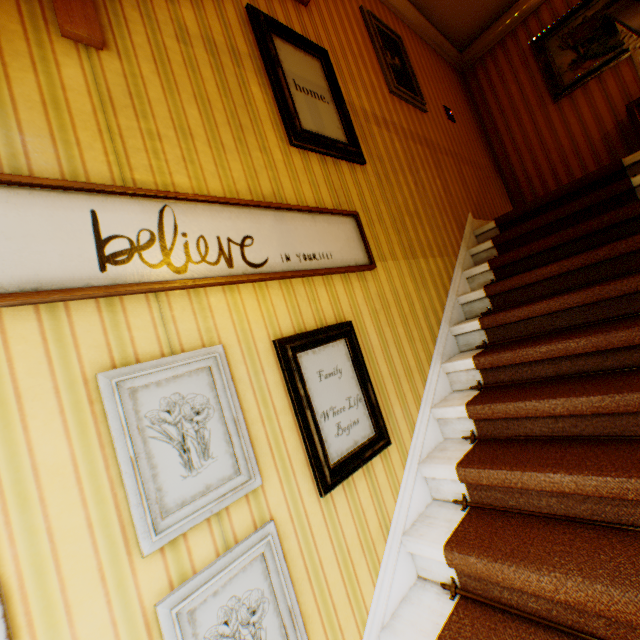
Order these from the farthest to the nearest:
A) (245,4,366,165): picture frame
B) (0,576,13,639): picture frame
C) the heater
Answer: the heater, (245,4,366,165): picture frame, (0,576,13,639): picture frame

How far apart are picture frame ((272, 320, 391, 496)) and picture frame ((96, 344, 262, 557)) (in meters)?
0.25

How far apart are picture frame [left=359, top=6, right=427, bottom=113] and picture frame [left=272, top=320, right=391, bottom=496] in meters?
2.8 m

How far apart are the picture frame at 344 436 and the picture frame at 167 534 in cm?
25

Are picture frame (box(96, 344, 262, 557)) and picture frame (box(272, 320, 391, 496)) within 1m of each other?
yes

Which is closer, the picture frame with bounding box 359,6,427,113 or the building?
the building

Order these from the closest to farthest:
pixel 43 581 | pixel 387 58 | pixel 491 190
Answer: pixel 43 581 < pixel 387 58 < pixel 491 190

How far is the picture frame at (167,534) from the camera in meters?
1.0 m
